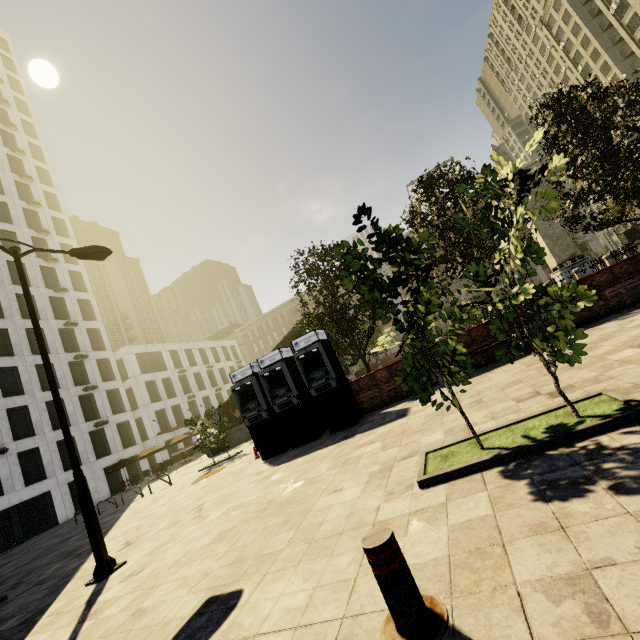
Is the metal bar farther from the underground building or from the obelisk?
the obelisk

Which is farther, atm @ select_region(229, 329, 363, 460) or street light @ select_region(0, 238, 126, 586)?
atm @ select_region(229, 329, 363, 460)

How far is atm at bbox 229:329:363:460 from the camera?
10.4 meters

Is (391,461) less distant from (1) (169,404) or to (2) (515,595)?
(2) (515,595)

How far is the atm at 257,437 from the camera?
10.38m

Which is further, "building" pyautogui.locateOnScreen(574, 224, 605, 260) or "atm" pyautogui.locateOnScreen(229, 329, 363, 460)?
"building" pyautogui.locateOnScreen(574, 224, 605, 260)

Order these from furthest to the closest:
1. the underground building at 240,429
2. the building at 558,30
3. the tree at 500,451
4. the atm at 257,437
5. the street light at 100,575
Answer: the building at 558,30, the underground building at 240,429, the atm at 257,437, the street light at 100,575, the tree at 500,451

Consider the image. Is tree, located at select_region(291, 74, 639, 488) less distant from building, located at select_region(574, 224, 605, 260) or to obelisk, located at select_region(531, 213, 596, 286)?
building, located at select_region(574, 224, 605, 260)
